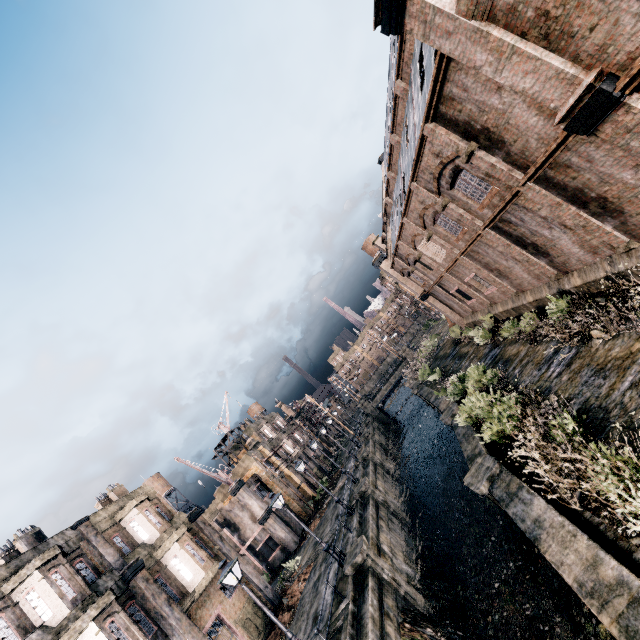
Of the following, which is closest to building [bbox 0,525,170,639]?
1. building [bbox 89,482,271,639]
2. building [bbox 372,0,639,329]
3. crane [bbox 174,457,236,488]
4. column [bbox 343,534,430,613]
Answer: building [bbox 89,482,271,639]

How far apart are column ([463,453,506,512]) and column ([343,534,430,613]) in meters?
7.2

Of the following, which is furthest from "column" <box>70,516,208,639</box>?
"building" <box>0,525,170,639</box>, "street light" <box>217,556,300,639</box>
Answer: "street light" <box>217,556,300,639</box>

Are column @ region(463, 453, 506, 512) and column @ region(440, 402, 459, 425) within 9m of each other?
yes

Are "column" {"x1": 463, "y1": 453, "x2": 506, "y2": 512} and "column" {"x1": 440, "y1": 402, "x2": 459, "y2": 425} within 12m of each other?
yes

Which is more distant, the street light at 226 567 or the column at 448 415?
the column at 448 415

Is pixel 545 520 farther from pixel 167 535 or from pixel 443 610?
pixel 167 535

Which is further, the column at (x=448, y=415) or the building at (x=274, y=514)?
the building at (x=274, y=514)
